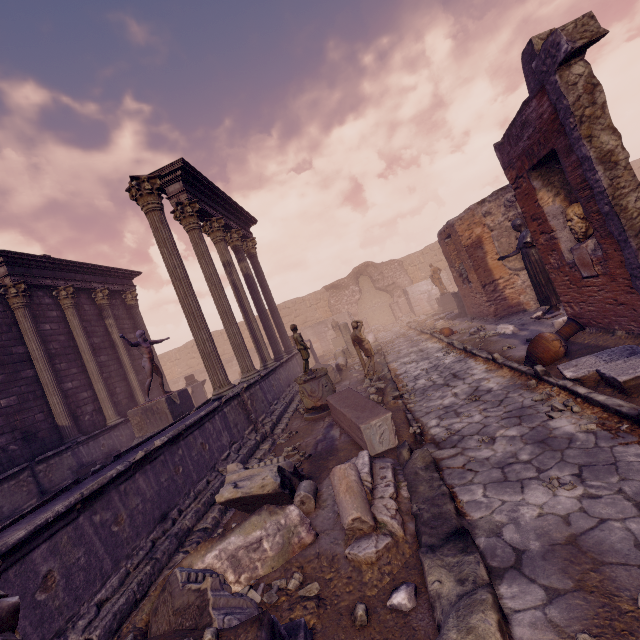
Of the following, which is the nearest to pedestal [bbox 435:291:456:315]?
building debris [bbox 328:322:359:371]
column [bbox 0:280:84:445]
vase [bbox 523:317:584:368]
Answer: building debris [bbox 328:322:359:371]

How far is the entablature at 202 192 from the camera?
9.2 meters

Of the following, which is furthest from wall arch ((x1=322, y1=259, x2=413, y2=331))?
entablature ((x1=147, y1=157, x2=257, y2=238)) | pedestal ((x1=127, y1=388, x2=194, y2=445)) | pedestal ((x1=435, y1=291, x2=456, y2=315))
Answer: pedestal ((x1=127, y1=388, x2=194, y2=445))

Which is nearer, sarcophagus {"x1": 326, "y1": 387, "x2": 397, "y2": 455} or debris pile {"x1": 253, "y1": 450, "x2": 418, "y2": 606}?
debris pile {"x1": 253, "y1": 450, "x2": 418, "y2": 606}

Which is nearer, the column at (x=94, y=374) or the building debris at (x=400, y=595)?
the building debris at (x=400, y=595)

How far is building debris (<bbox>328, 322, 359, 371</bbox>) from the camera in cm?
1358

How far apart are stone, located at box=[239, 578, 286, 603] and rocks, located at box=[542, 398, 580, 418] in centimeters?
368cm

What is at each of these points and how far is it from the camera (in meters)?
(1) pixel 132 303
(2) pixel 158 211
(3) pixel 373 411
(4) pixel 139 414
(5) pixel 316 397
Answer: (1) column, 15.54
(2) column, 7.68
(3) sarcophagus, 5.54
(4) pedestal, 9.62
(5) column base, 8.12
